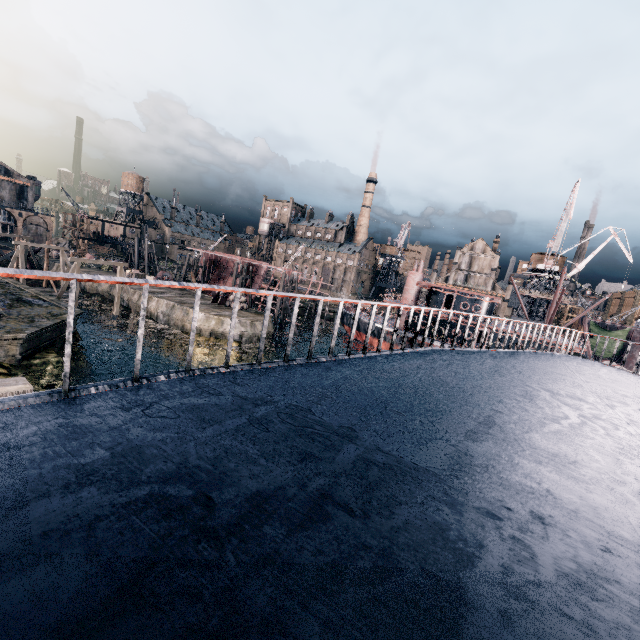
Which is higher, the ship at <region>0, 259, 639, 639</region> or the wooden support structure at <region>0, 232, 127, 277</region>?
the ship at <region>0, 259, 639, 639</region>

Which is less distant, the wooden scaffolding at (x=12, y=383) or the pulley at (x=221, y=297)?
the wooden scaffolding at (x=12, y=383)

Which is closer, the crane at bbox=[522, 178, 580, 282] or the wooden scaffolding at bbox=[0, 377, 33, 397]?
the wooden scaffolding at bbox=[0, 377, 33, 397]

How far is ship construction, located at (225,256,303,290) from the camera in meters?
53.3

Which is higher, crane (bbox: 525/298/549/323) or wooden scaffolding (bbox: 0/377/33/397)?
crane (bbox: 525/298/549/323)

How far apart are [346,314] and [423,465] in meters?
49.8 m

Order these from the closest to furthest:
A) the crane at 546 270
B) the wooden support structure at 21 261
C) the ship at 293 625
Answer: the ship at 293 625 < the wooden support structure at 21 261 < the crane at 546 270

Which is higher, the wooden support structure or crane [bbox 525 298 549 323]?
crane [bbox 525 298 549 323]
